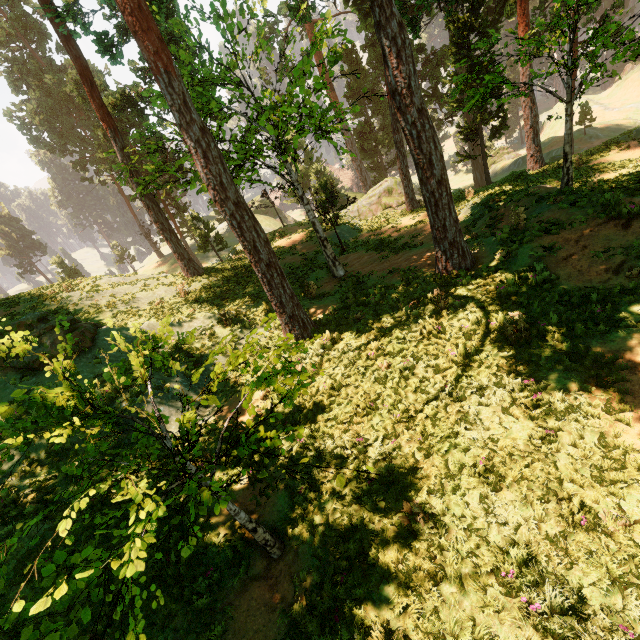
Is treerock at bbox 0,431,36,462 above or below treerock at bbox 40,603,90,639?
above

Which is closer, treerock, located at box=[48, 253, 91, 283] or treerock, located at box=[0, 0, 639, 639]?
treerock, located at box=[0, 0, 639, 639]

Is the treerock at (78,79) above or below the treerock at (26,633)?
below

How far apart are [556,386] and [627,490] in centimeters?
216cm

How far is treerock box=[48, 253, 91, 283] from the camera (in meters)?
22.95

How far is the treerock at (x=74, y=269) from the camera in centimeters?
2295cm

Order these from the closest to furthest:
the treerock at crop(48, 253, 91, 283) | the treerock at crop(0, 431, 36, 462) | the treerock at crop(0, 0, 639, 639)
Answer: the treerock at crop(0, 431, 36, 462) < the treerock at crop(0, 0, 639, 639) < the treerock at crop(48, 253, 91, 283)
